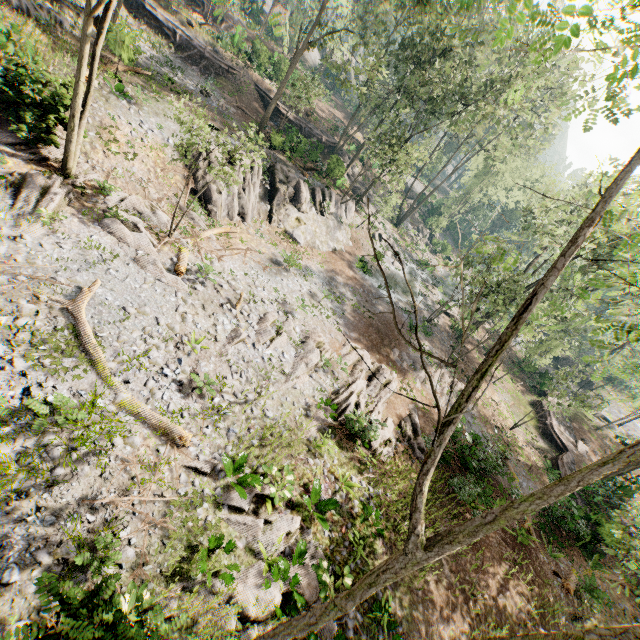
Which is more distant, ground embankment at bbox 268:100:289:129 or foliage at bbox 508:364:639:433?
ground embankment at bbox 268:100:289:129

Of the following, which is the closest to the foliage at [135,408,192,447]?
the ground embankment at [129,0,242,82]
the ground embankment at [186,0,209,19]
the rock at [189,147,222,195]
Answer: the rock at [189,147,222,195]

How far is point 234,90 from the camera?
33.5m

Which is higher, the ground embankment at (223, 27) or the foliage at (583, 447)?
the ground embankment at (223, 27)

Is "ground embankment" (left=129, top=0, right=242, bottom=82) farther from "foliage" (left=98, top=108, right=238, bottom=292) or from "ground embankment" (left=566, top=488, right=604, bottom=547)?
"ground embankment" (left=566, top=488, right=604, bottom=547)

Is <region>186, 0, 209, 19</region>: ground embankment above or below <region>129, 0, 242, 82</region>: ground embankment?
above

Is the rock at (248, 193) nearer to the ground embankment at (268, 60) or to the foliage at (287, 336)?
the foliage at (287, 336)

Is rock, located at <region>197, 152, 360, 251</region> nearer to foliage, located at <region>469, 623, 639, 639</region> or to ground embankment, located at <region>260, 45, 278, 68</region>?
foliage, located at <region>469, 623, 639, 639</region>
